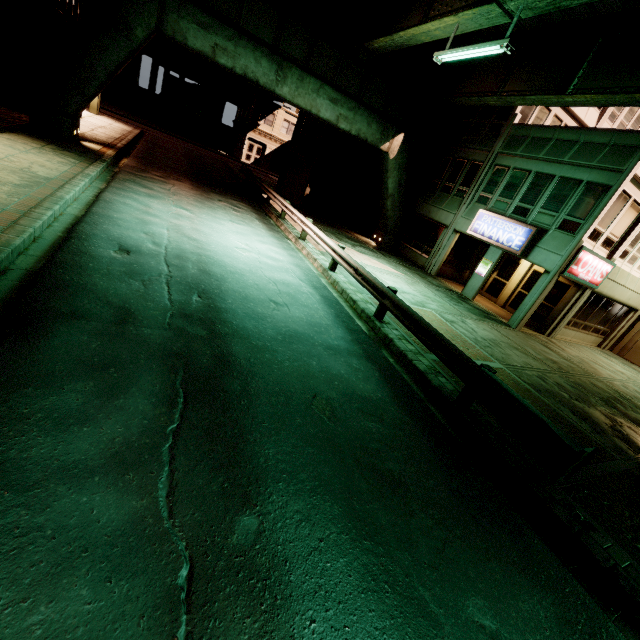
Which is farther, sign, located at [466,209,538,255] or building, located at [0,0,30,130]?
sign, located at [466,209,538,255]

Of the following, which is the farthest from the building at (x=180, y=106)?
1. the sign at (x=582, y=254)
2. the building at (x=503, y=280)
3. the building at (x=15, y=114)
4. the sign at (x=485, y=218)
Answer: the sign at (x=582, y=254)

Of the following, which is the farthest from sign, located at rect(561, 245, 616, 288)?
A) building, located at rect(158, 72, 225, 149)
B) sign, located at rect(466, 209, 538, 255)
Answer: building, located at rect(158, 72, 225, 149)

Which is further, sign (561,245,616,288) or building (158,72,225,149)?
building (158,72,225,149)

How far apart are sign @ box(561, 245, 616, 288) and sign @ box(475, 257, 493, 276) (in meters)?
3.27

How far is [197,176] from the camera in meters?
19.9 m

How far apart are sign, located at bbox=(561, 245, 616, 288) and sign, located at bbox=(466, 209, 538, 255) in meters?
1.7 m

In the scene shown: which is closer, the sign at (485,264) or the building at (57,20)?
the building at (57,20)
